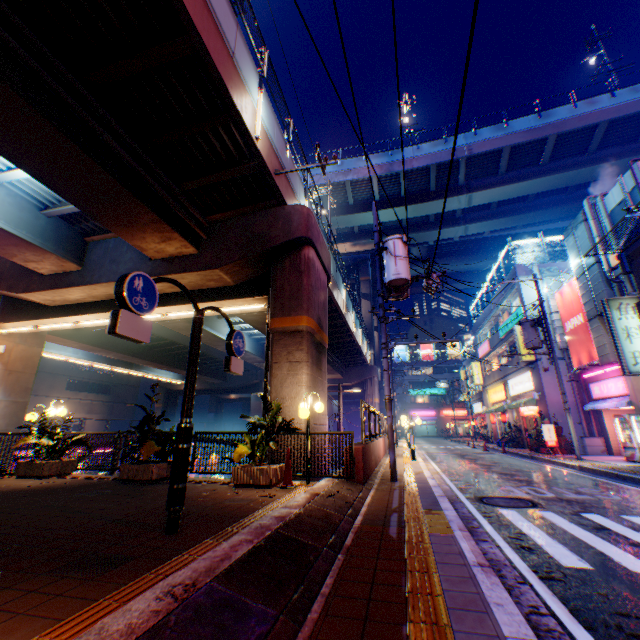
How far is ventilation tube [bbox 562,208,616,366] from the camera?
16.2 meters

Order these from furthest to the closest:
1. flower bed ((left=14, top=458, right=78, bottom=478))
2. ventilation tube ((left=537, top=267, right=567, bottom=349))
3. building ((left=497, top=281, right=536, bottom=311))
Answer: building ((left=497, top=281, right=536, bottom=311))
ventilation tube ((left=537, top=267, right=567, bottom=349))
flower bed ((left=14, top=458, right=78, bottom=478))

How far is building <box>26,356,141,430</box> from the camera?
41.9 meters

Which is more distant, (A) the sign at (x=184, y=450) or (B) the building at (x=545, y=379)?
(B) the building at (x=545, y=379)

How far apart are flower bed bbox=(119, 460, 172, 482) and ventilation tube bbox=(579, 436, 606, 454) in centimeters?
2183cm

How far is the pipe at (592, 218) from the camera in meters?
15.8

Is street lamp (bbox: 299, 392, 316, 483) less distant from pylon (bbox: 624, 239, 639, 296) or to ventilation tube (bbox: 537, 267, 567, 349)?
pylon (bbox: 624, 239, 639, 296)

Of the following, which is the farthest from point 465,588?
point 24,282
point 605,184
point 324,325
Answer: point 605,184
